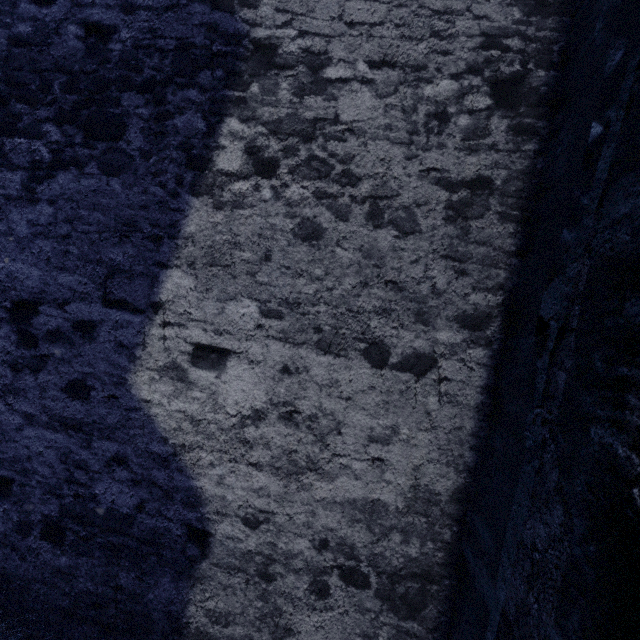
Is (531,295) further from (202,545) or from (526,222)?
(202,545)
